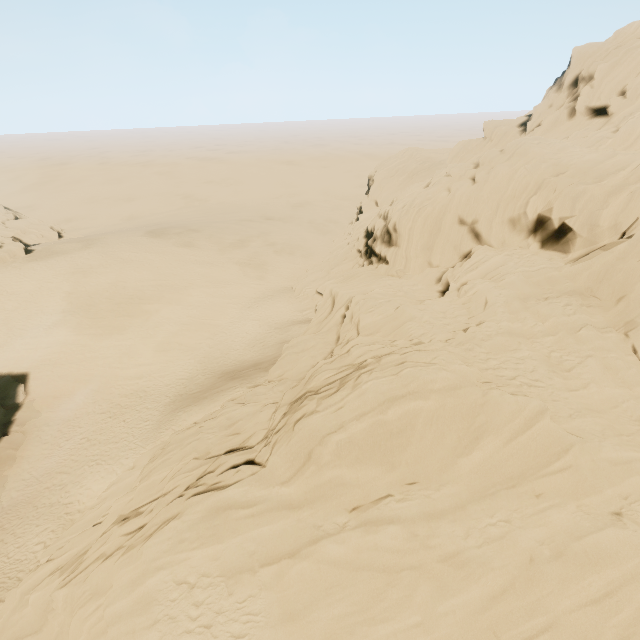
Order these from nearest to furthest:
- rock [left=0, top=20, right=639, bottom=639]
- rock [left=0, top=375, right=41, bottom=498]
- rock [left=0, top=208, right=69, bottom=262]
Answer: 1. rock [left=0, top=20, right=639, bottom=639]
2. rock [left=0, top=375, right=41, bottom=498]
3. rock [left=0, top=208, right=69, bottom=262]

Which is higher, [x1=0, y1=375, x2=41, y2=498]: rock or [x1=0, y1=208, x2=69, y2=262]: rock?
[x1=0, y1=208, x2=69, y2=262]: rock

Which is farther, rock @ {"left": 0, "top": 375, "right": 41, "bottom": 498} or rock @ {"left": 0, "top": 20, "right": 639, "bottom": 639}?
rock @ {"left": 0, "top": 375, "right": 41, "bottom": 498}

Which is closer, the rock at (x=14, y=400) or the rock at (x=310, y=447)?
the rock at (x=310, y=447)

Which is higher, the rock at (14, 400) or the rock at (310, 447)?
the rock at (310, 447)

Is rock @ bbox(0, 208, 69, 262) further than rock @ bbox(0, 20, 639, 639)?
Yes

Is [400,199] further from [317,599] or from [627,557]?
[317,599]
